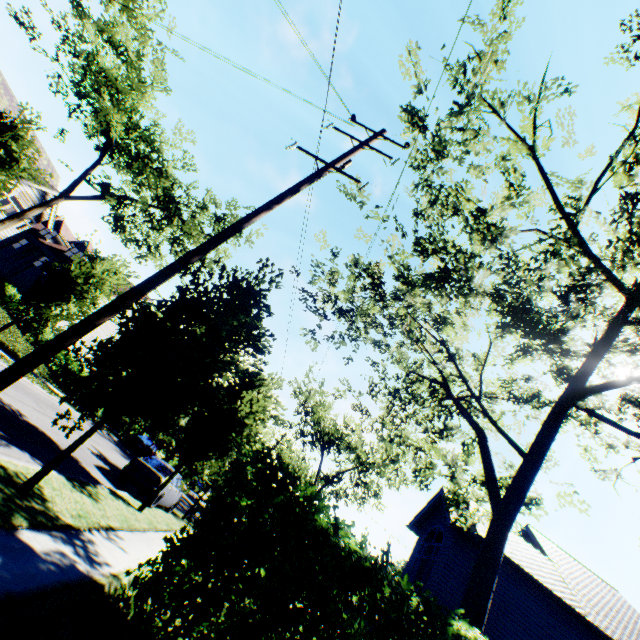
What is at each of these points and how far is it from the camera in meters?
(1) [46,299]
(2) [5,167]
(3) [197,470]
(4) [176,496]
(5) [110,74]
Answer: (1) tree, 15.0 m
(2) tree, 10.8 m
(3) tree, 13.1 m
(4) car, 15.7 m
(5) tree, 17.9 m

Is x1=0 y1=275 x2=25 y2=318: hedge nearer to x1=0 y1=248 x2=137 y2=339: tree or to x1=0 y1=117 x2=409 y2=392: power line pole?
x1=0 y1=248 x2=137 y2=339: tree

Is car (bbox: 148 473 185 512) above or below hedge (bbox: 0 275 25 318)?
below

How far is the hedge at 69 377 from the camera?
25.2m

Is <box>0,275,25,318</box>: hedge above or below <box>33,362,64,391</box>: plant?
above

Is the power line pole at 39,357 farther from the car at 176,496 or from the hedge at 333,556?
the car at 176,496

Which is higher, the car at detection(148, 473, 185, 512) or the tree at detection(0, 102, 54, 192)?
the tree at detection(0, 102, 54, 192)
